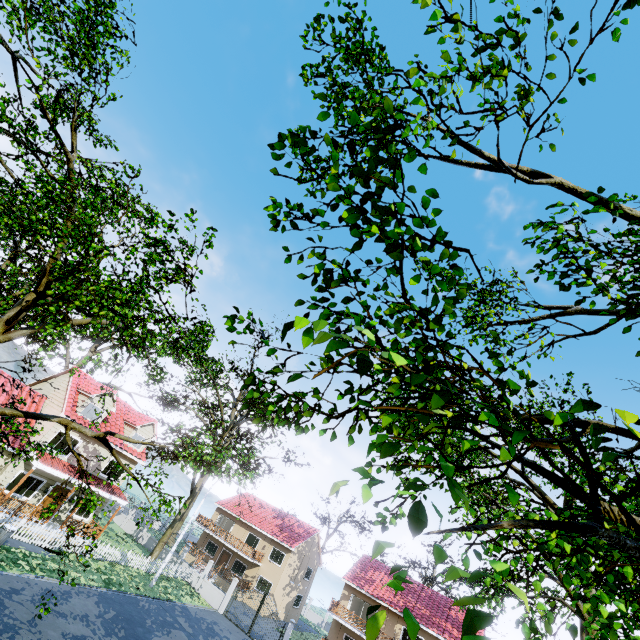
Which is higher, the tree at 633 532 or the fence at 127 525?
the tree at 633 532

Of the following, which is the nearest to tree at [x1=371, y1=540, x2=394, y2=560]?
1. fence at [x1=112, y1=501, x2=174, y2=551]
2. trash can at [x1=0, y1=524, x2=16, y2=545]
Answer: fence at [x1=112, y1=501, x2=174, y2=551]

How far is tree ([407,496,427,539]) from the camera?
1.17m

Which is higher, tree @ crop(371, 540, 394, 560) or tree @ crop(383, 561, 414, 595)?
tree @ crop(371, 540, 394, 560)

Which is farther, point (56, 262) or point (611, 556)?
point (611, 556)

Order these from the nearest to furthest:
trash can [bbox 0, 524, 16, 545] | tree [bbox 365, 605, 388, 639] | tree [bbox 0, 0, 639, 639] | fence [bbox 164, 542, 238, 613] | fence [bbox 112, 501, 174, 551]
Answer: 1. tree [bbox 365, 605, 388, 639]
2. tree [bbox 0, 0, 639, 639]
3. trash can [bbox 0, 524, 16, 545]
4. fence [bbox 164, 542, 238, 613]
5. fence [bbox 112, 501, 174, 551]

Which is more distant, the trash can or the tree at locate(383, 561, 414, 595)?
the trash can

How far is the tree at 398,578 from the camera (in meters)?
1.33
